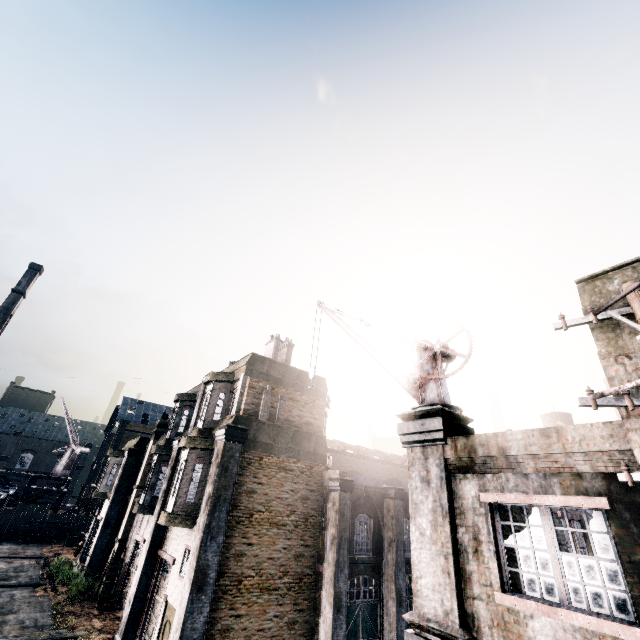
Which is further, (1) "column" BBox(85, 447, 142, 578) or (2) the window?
(1) "column" BBox(85, 447, 142, 578)

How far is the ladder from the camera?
19.80m

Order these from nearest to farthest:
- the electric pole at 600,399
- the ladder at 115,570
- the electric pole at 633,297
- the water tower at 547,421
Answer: the electric pole at 600,399 < the electric pole at 633,297 < the ladder at 115,570 < the water tower at 547,421

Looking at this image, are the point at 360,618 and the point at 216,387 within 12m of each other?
no

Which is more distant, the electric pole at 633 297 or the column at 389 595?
the column at 389 595

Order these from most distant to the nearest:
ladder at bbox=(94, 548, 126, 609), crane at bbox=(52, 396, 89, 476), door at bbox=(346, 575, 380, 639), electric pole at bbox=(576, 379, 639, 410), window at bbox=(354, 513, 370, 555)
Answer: crane at bbox=(52, 396, 89, 476), ladder at bbox=(94, 548, 126, 609), window at bbox=(354, 513, 370, 555), door at bbox=(346, 575, 380, 639), electric pole at bbox=(576, 379, 639, 410)

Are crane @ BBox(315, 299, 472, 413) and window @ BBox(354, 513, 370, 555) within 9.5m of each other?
no

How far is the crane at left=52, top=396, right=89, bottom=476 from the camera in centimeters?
4778cm
